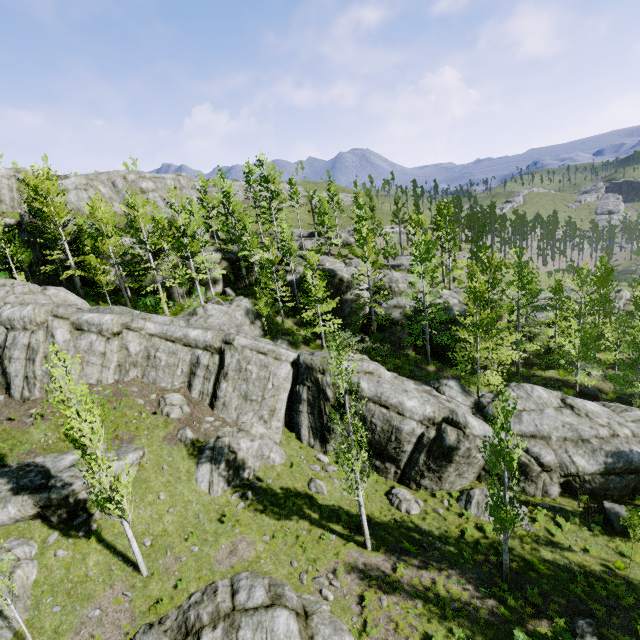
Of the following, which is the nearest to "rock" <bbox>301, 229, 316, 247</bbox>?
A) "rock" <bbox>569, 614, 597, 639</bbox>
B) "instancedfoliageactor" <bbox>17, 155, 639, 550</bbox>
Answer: "instancedfoliageactor" <bbox>17, 155, 639, 550</bbox>

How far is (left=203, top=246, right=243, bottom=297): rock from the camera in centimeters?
3278cm

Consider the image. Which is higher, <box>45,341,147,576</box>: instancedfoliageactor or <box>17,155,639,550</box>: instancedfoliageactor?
<box>45,341,147,576</box>: instancedfoliageactor

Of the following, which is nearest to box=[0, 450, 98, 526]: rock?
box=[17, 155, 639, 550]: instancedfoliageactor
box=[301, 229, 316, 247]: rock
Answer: box=[17, 155, 639, 550]: instancedfoliageactor

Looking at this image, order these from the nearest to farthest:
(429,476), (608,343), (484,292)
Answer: (429,476)
(484,292)
(608,343)

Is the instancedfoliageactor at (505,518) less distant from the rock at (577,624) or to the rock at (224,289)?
the rock at (224,289)

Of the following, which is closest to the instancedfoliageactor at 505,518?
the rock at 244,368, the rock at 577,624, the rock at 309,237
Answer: the rock at 244,368
